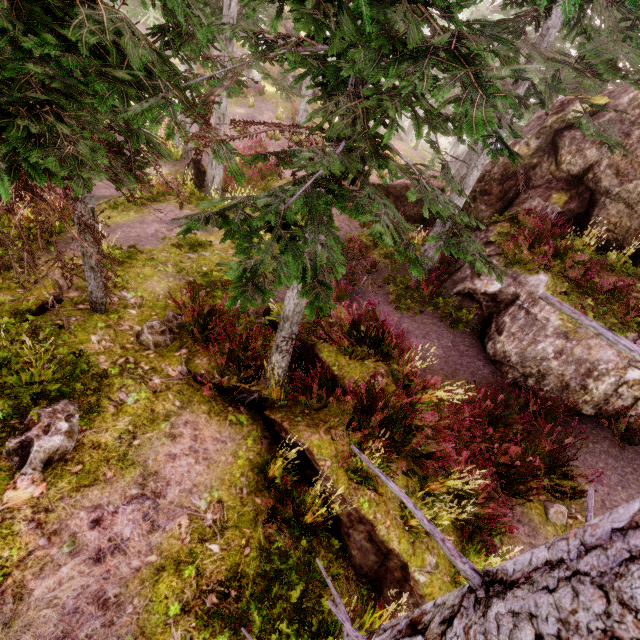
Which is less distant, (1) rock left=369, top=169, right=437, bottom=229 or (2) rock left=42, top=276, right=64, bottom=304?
(2) rock left=42, top=276, right=64, bottom=304

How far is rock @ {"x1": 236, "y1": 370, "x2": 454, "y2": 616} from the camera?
4.6 meters

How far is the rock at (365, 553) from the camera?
4.6m

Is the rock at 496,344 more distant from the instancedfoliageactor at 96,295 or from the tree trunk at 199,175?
the tree trunk at 199,175

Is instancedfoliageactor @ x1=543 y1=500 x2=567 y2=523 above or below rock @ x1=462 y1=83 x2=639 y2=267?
below

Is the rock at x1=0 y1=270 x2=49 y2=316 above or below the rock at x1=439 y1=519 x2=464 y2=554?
above

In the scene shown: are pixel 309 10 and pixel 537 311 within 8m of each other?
no
